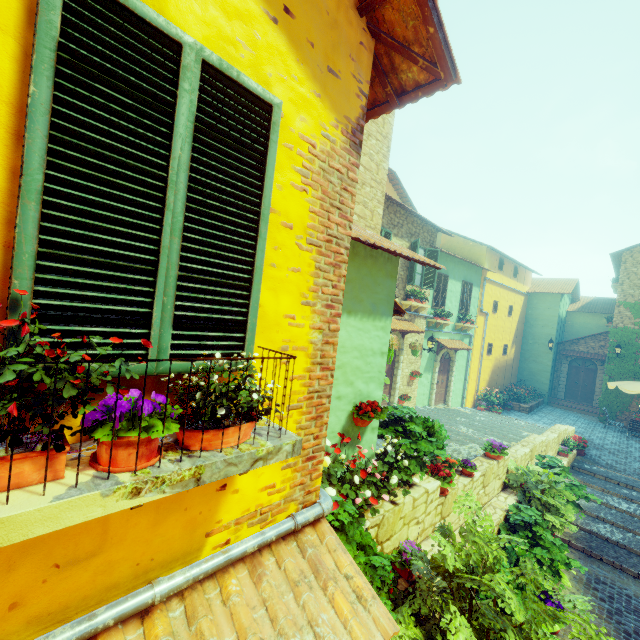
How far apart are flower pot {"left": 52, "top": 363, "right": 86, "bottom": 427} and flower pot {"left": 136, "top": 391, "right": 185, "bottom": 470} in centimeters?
7cm

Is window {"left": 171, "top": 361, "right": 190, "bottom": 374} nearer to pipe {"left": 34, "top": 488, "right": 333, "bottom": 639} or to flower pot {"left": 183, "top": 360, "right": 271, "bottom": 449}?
flower pot {"left": 183, "top": 360, "right": 271, "bottom": 449}

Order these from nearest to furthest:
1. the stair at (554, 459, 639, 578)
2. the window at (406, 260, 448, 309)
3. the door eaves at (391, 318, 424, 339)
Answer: the stair at (554, 459, 639, 578) → the door eaves at (391, 318, 424, 339) → the window at (406, 260, 448, 309)

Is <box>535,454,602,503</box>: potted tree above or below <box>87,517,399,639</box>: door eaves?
below

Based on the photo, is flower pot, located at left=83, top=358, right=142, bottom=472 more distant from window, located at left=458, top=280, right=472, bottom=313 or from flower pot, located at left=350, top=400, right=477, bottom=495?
window, located at left=458, top=280, right=472, bottom=313

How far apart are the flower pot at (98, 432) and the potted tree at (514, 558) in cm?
733

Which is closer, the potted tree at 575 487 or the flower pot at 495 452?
the flower pot at 495 452

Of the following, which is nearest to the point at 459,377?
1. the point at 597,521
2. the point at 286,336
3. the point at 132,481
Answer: the point at 597,521
